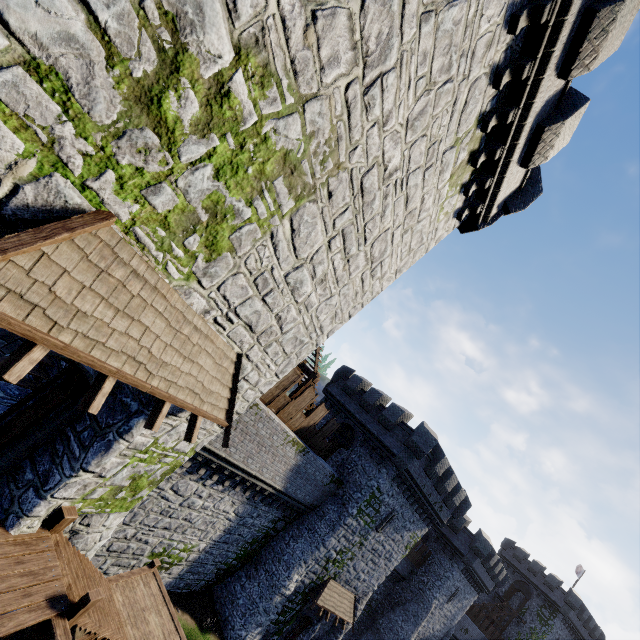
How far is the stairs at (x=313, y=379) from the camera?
16.4m

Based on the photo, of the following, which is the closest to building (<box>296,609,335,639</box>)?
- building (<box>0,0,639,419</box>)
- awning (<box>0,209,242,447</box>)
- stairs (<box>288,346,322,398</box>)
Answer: stairs (<box>288,346,322,398</box>)

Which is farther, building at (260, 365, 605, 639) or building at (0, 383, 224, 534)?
building at (260, 365, 605, 639)

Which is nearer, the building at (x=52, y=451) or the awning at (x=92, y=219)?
the awning at (x=92, y=219)

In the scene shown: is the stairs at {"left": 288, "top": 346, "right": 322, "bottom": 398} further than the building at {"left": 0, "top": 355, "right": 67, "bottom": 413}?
Yes

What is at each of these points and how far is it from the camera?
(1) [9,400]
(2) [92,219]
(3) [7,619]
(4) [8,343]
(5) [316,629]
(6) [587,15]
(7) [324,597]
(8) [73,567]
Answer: (1) building, 7.8m
(2) awning, 3.6m
(3) wooden platform, 4.8m
(4) building, 3.9m
(5) building, 22.4m
(6) building, 6.9m
(7) awning, 21.0m
(8) stairs, 6.8m

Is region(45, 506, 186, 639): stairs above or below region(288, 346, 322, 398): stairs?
below

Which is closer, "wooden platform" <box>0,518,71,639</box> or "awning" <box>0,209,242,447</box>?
"awning" <box>0,209,242,447</box>
